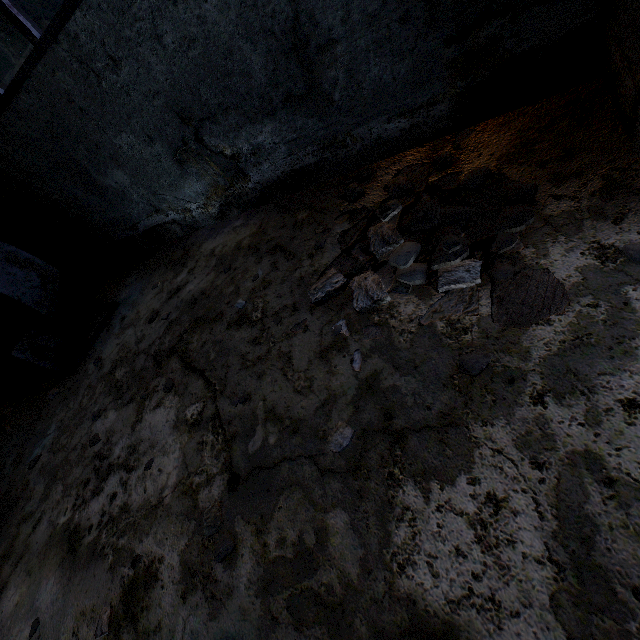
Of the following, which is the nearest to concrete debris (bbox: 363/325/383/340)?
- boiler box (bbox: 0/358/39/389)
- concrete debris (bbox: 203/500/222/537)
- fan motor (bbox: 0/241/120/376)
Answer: concrete debris (bbox: 203/500/222/537)

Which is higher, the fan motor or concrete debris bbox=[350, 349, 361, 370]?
the fan motor

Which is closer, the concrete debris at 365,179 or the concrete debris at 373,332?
the concrete debris at 373,332

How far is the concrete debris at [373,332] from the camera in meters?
2.4

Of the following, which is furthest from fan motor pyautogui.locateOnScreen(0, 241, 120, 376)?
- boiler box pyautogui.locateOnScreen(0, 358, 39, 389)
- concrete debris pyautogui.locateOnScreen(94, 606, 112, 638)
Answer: concrete debris pyautogui.locateOnScreen(94, 606, 112, 638)

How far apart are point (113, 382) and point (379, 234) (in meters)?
3.76

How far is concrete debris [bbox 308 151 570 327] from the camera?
2.0 meters

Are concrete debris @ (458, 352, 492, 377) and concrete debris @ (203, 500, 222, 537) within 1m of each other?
no
